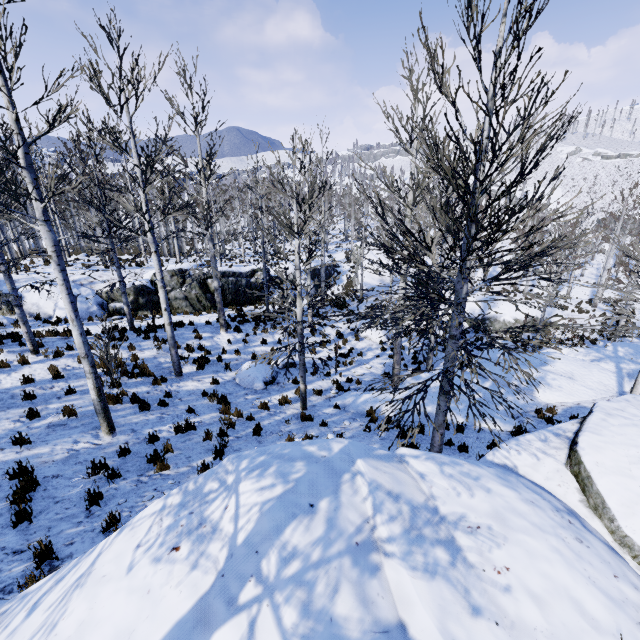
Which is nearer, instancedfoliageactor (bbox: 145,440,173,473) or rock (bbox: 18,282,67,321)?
instancedfoliageactor (bbox: 145,440,173,473)

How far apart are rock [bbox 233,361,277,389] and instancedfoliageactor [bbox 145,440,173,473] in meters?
5.2 m

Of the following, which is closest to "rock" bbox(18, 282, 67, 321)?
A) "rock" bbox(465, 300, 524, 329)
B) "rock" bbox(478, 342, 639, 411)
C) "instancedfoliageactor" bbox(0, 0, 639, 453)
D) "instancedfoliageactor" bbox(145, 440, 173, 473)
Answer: "instancedfoliageactor" bbox(0, 0, 639, 453)

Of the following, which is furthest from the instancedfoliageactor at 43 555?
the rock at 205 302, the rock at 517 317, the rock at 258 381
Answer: the rock at 517 317

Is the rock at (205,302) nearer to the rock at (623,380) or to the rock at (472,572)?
the rock at (623,380)

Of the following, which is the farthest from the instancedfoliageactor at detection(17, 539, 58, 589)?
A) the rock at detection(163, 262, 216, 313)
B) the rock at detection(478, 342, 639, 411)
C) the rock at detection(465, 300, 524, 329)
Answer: the rock at detection(465, 300, 524, 329)

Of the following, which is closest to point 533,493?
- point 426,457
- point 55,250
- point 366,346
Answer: point 426,457

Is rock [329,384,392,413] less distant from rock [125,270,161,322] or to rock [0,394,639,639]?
rock [0,394,639,639]
